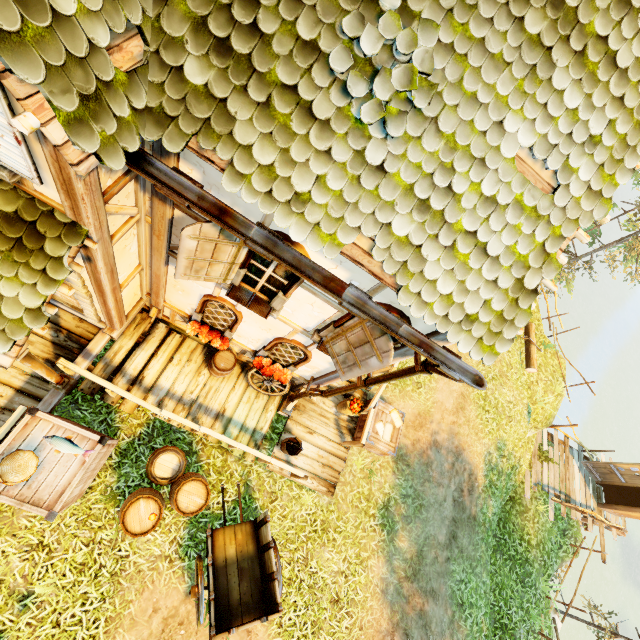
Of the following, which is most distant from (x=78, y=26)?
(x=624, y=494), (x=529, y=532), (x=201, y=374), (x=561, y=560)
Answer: (x=624, y=494)

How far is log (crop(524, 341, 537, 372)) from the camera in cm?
1197

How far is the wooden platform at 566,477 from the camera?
12.1 meters

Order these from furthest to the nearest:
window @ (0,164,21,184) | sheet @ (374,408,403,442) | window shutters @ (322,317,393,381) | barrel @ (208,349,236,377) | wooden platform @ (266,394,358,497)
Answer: sheet @ (374,408,403,442), wooden platform @ (266,394,358,497), barrel @ (208,349,236,377), window shutters @ (322,317,393,381), window @ (0,164,21,184)

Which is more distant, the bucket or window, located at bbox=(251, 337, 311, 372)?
the bucket

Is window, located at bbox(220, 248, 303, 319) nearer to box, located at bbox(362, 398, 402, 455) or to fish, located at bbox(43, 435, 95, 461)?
fish, located at bbox(43, 435, 95, 461)

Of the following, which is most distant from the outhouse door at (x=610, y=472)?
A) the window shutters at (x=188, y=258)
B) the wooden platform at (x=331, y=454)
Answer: the window shutters at (x=188, y=258)

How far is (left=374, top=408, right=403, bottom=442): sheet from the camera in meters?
8.1
